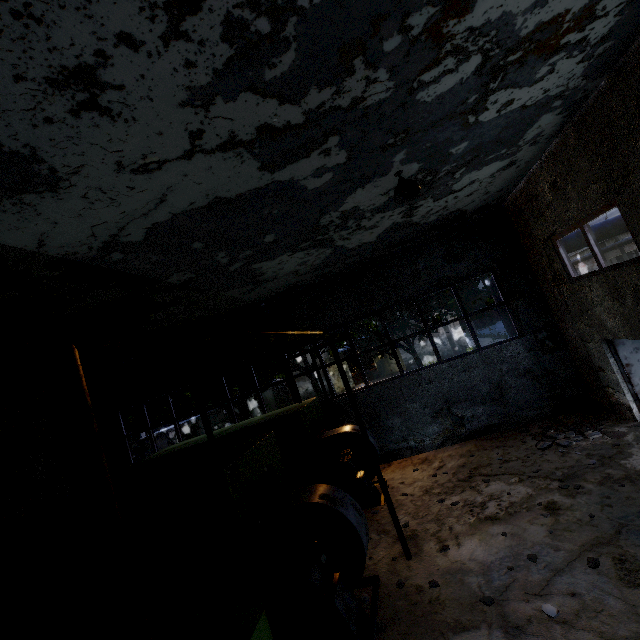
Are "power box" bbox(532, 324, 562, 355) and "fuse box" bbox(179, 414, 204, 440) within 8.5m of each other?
no

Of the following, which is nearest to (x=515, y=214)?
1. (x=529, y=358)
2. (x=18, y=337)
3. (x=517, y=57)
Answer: (x=529, y=358)

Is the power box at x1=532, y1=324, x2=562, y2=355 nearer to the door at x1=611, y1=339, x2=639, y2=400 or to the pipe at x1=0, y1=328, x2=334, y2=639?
the pipe at x1=0, y1=328, x2=334, y2=639

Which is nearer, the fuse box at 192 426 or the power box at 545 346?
the power box at 545 346

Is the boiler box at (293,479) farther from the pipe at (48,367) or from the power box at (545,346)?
the power box at (545,346)

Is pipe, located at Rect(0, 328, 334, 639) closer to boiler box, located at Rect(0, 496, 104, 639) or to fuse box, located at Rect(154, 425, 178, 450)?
fuse box, located at Rect(154, 425, 178, 450)

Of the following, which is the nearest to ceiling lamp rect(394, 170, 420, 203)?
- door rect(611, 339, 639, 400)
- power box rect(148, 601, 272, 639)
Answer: power box rect(148, 601, 272, 639)

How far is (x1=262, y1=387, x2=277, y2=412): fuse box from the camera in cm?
2947
